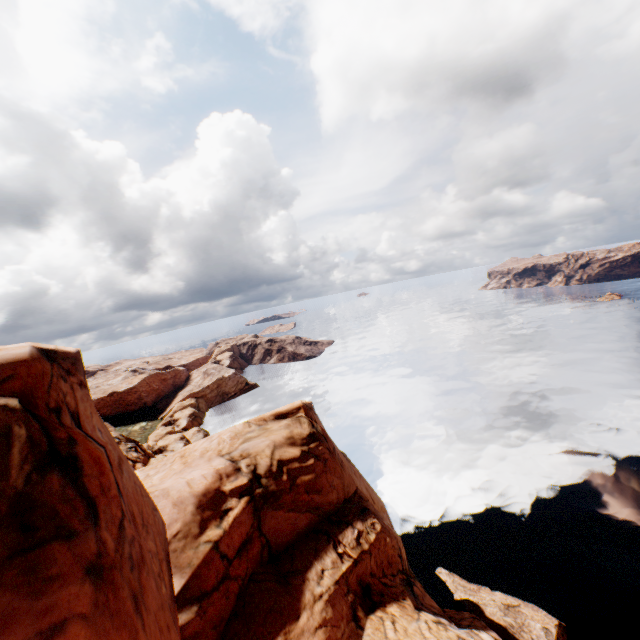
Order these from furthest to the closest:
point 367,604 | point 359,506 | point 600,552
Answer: point 600,552
point 359,506
point 367,604
